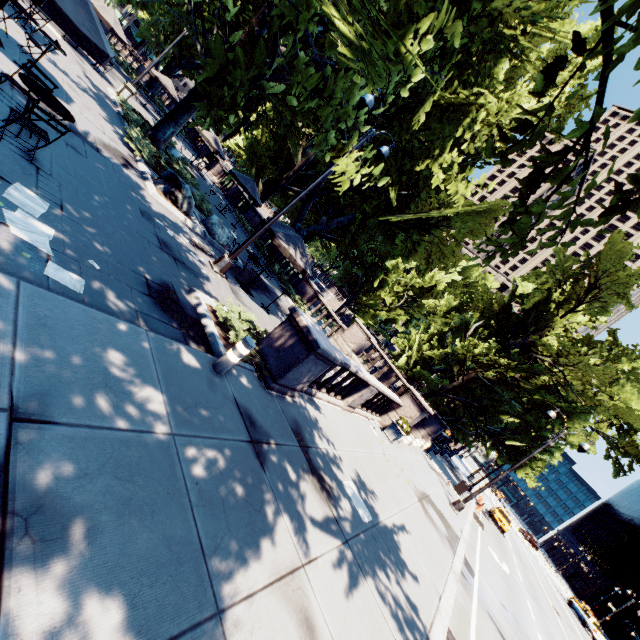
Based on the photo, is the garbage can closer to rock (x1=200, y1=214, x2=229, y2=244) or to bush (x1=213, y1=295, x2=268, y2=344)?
rock (x1=200, y1=214, x2=229, y2=244)

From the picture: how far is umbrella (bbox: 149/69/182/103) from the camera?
24.1 meters

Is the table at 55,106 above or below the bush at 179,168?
above

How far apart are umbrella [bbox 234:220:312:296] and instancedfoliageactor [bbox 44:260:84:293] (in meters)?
6.93

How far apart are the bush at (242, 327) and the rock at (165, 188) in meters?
5.8 m

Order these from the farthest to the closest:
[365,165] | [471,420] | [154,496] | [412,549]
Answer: [471,420] → [365,165] → [412,549] → [154,496]

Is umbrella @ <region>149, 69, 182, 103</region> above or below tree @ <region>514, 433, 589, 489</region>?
below

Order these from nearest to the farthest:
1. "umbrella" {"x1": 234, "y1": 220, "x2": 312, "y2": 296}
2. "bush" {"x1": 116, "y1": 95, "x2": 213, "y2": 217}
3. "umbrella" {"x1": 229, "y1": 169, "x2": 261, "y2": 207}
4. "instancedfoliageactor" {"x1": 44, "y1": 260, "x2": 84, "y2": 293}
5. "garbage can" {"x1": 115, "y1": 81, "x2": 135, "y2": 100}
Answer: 1. "instancedfoliageactor" {"x1": 44, "y1": 260, "x2": 84, "y2": 293}
2. "umbrella" {"x1": 234, "y1": 220, "x2": 312, "y2": 296}
3. "bush" {"x1": 116, "y1": 95, "x2": 213, "y2": 217}
4. "garbage can" {"x1": 115, "y1": 81, "x2": 135, "y2": 100}
5. "umbrella" {"x1": 229, "y1": 169, "x2": 261, "y2": 207}
